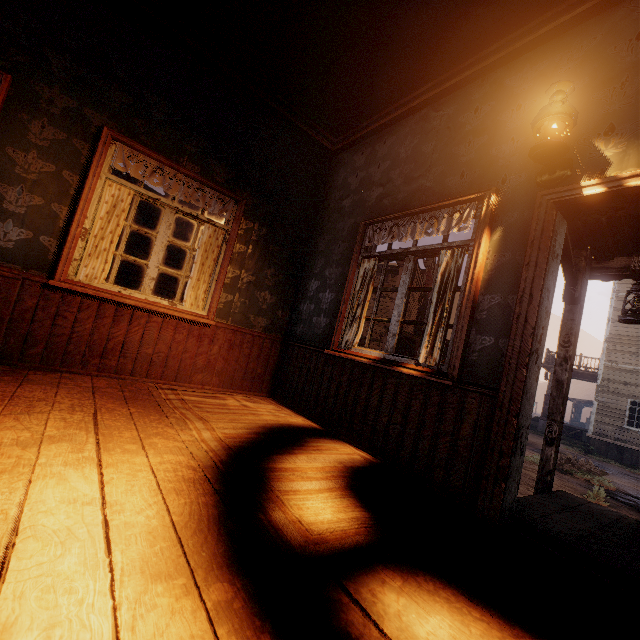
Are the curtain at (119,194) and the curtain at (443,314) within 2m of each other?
no

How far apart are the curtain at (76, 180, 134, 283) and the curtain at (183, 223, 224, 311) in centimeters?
77cm

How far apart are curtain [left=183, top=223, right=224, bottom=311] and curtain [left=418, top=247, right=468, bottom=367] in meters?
2.6

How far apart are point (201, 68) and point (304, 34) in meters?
1.3

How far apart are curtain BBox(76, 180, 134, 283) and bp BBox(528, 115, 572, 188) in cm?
364

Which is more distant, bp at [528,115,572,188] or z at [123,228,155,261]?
z at [123,228,155,261]

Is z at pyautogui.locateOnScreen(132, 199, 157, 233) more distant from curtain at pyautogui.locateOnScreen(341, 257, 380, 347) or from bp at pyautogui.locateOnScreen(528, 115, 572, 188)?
bp at pyautogui.locateOnScreen(528, 115, 572, 188)

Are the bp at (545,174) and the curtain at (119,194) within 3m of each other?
no
